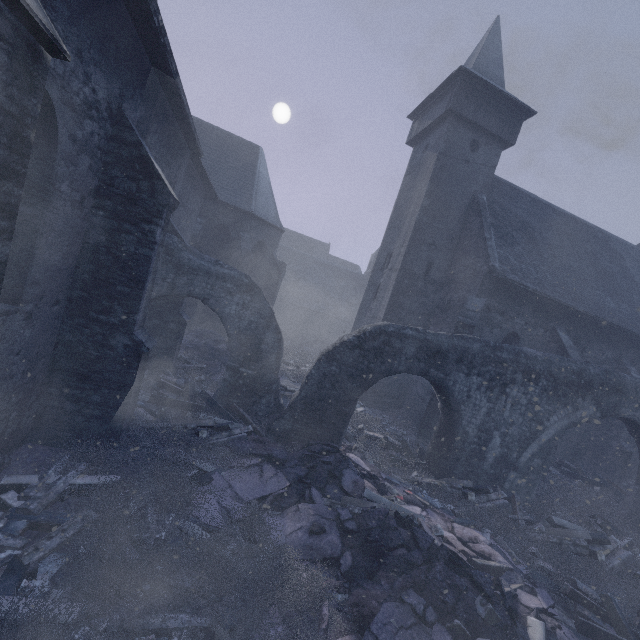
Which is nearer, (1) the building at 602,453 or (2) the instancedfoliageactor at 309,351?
(2) the instancedfoliageactor at 309,351

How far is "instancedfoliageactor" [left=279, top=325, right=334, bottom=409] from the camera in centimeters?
1337cm

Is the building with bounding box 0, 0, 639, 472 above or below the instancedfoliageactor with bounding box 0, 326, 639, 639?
above

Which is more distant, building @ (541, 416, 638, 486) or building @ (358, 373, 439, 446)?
building @ (541, 416, 638, 486)

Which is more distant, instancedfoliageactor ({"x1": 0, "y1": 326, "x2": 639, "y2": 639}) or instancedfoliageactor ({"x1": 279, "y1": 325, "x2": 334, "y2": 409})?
instancedfoliageactor ({"x1": 279, "y1": 325, "x2": 334, "y2": 409})

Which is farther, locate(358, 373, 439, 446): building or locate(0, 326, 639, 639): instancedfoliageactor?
locate(358, 373, 439, 446): building

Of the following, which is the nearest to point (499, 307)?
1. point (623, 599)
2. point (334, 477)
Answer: point (623, 599)

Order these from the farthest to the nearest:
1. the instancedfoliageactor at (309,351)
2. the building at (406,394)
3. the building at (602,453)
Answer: the building at (602,453), the instancedfoliageactor at (309,351), the building at (406,394)
